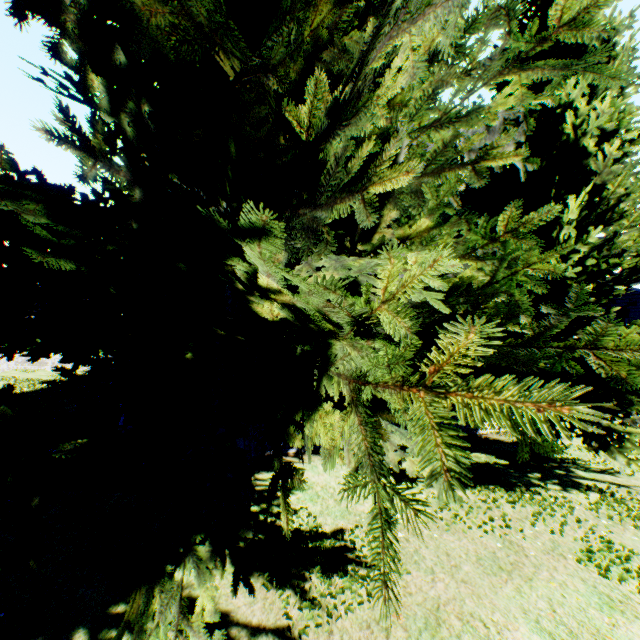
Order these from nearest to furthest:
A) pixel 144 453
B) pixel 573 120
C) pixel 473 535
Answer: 1. pixel 144 453
2. pixel 473 535
3. pixel 573 120

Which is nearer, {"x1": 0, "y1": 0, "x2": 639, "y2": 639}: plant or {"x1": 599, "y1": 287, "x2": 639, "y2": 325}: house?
{"x1": 0, "y1": 0, "x2": 639, "y2": 639}: plant

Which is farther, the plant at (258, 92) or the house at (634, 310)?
the house at (634, 310)
